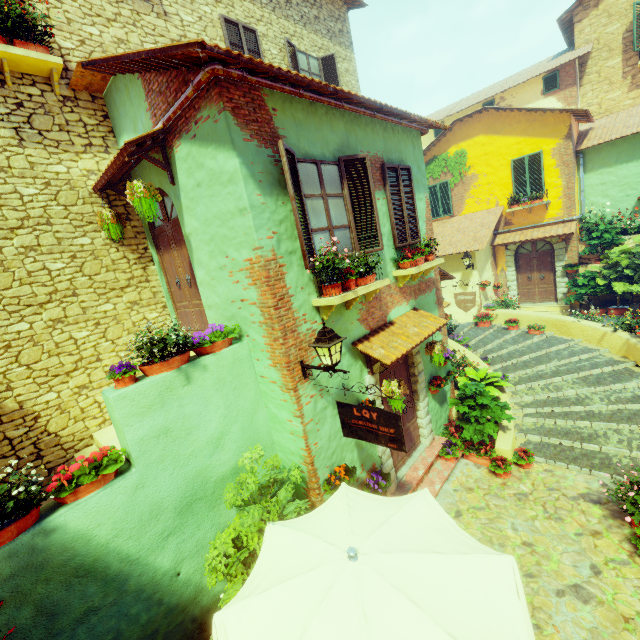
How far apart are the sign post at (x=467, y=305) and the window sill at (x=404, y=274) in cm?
93

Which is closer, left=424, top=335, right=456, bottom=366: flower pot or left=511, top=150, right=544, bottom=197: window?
left=424, top=335, right=456, bottom=366: flower pot

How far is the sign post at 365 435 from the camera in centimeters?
411cm

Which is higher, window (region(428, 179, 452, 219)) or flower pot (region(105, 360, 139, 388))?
window (region(428, 179, 452, 219))

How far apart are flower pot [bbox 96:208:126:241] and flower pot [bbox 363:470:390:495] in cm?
656

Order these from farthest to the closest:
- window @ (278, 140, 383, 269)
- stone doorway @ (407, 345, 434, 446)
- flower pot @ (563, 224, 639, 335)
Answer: flower pot @ (563, 224, 639, 335) → stone doorway @ (407, 345, 434, 446) → window @ (278, 140, 383, 269)

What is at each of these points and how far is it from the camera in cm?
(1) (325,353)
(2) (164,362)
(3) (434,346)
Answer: (1) street light, 421
(2) flower pot, 418
(3) flower pot, 687

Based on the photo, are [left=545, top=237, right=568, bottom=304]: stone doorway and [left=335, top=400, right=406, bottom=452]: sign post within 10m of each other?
no
